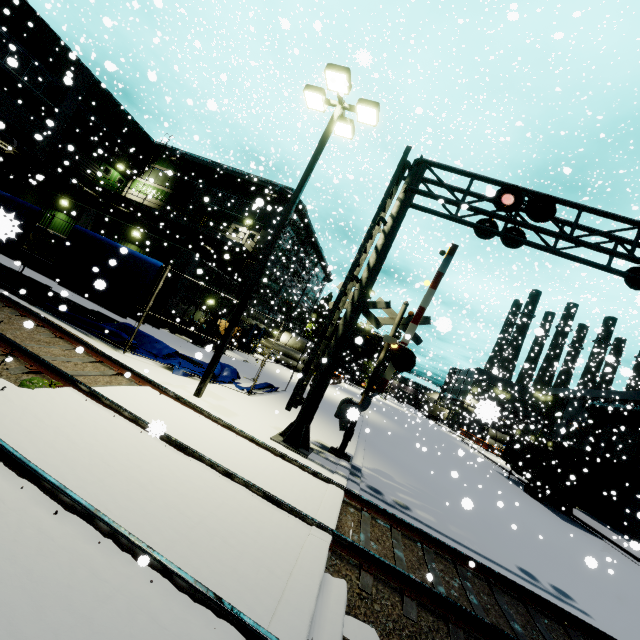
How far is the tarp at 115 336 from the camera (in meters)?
10.66

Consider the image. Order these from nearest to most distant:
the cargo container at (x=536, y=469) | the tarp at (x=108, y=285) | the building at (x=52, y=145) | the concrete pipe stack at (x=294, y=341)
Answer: the tarp at (x=108, y=285), the cargo container at (x=536, y=469), the building at (x=52, y=145), the concrete pipe stack at (x=294, y=341)

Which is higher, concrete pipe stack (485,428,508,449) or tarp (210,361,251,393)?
concrete pipe stack (485,428,508,449)

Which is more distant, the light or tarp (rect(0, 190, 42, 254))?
the light

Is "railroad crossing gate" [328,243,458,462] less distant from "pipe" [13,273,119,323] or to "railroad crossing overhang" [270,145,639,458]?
"railroad crossing overhang" [270,145,639,458]

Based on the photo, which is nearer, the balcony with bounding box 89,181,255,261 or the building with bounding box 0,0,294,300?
the building with bounding box 0,0,294,300

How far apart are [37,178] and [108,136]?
27.5m

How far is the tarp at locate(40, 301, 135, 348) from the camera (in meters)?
10.66
